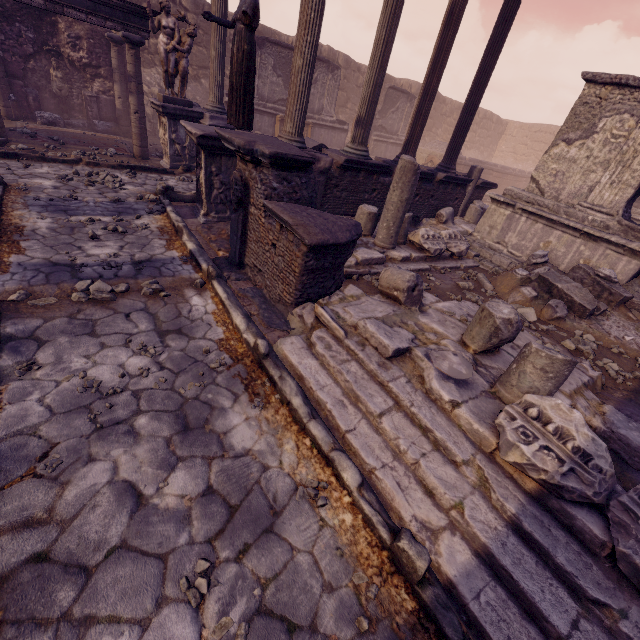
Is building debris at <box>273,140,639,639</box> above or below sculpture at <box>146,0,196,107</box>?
below

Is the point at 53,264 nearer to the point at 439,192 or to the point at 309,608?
the point at 309,608

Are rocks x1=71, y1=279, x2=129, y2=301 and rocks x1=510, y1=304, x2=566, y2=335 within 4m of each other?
no

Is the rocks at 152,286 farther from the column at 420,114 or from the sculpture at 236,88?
the column at 420,114

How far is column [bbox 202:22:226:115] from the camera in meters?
8.9 m

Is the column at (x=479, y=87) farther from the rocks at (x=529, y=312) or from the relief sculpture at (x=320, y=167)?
the rocks at (x=529, y=312)

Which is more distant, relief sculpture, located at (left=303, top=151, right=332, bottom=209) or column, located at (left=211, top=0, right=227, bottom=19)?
column, located at (left=211, top=0, right=227, bottom=19)

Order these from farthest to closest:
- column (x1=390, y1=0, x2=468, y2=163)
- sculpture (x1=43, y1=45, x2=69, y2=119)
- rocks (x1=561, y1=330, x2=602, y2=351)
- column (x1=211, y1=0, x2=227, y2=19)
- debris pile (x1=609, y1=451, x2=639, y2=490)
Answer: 1. sculpture (x1=43, y1=45, x2=69, y2=119)
2. column (x1=211, y1=0, x2=227, y2=19)
3. column (x1=390, y1=0, x2=468, y2=163)
4. rocks (x1=561, y1=330, x2=602, y2=351)
5. debris pile (x1=609, y1=451, x2=639, y2=490)
